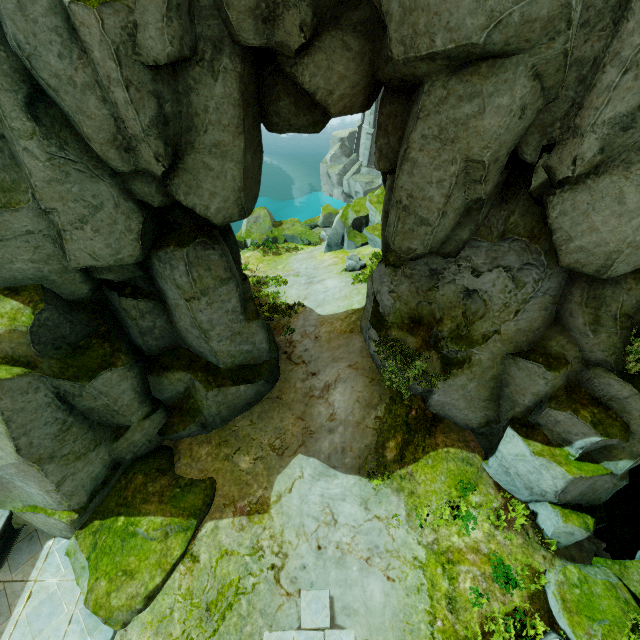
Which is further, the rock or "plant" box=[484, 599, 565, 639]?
"plant" box=[484, 599, 565, 639]

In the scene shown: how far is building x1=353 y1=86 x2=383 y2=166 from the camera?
41.0m

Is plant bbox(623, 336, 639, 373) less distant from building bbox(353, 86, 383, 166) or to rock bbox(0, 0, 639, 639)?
rock bbox(0, 0, 639, 639)

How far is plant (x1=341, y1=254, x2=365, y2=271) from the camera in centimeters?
1789cm

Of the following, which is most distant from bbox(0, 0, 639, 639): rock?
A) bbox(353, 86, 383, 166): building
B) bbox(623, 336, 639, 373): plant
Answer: bbox(353, 86, 383, 166): building

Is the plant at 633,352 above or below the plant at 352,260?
above

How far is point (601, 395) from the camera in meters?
8.3 m

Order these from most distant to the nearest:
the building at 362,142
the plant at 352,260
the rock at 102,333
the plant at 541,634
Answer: the building at 362,142 < the plant at 352,260 < the plant at 541,634 < the rock at 102,333
